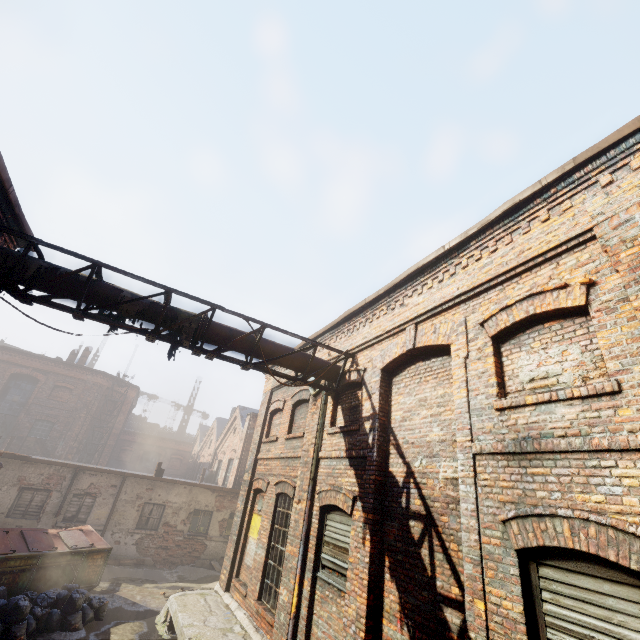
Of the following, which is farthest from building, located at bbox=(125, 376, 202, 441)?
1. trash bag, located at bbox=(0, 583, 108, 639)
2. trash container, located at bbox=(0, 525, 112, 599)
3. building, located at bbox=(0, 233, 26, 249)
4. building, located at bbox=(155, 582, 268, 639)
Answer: building, located at bbox=(0, 233, 26, 249)

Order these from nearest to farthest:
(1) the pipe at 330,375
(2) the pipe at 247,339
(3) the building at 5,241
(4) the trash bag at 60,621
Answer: (2) the pipe at 247,339
(3) the building at 5,241
(4) the trash bag at 60,621
(1) the pipe at 330,375

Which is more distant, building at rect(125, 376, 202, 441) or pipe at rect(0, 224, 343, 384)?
building at rect(125, 376, 202, 441)

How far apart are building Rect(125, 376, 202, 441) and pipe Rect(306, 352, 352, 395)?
43.3m

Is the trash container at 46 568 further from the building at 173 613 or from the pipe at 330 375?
the pipe at 330 375

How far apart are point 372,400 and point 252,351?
2.9 meters

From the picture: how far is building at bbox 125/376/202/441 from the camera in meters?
43.4 m

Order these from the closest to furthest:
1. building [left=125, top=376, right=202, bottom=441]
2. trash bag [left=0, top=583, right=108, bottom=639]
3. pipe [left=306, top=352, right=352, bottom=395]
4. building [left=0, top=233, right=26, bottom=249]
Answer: building [left=0, top=233, right=26, bottom=249] < trash bag [left=0, top=583, right=108, bottom=639] < pipe [left=306, top=352, right=352, bottom=395] < building [left=125, top=376, right=202, bottom=441]
